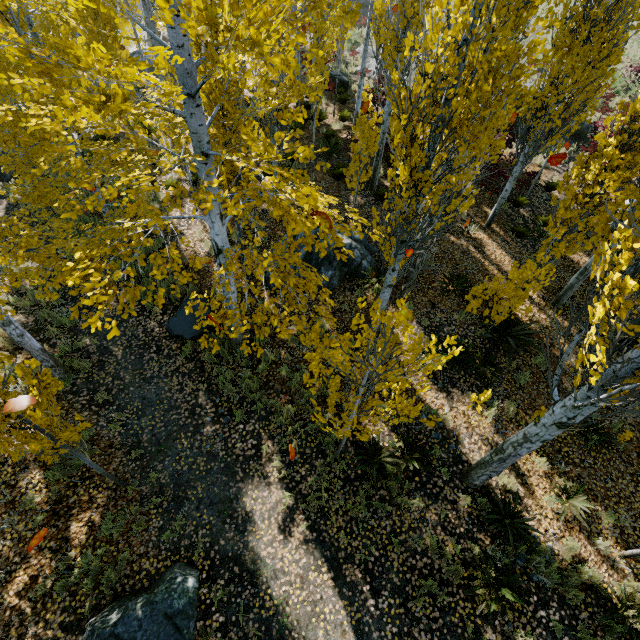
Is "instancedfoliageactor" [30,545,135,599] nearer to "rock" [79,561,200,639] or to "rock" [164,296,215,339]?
"rock" [164,296,215,339]

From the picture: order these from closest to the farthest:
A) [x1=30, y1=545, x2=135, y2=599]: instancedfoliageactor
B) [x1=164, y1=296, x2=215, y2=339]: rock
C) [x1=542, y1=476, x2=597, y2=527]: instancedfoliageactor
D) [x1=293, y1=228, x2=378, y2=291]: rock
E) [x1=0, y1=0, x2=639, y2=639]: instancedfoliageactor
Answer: [x1=0, y1=0, x2=639, y2=639]: instancedfoliageactor, [x1=30, y1=545, x2=135, y2=599]: instancedfoliageactor, [x1=542, y1=476, x2=597, y2=527]: instancedfoliageactor, [x1=164, y1=296, x2=215, y2=339]: rock, [x1=293, y1=228, x2=378, y2=291]: rock

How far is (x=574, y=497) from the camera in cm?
656

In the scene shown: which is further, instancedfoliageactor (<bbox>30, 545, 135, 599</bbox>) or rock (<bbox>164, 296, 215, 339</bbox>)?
rock (<bbox>164, 296, 215, 339</bbox>)

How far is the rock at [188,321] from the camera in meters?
8.7 m

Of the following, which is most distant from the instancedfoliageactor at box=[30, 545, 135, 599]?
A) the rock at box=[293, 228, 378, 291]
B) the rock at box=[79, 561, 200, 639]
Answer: the rock at box=[79, 561, 200, 639]

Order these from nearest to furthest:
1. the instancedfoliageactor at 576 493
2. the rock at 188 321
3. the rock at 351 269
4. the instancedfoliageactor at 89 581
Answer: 1. the instancedfoliageactor at 89 581
2. the instancedfoliageactor at 576 493
3. the rock at 188 321
4. the rock at 351 269
